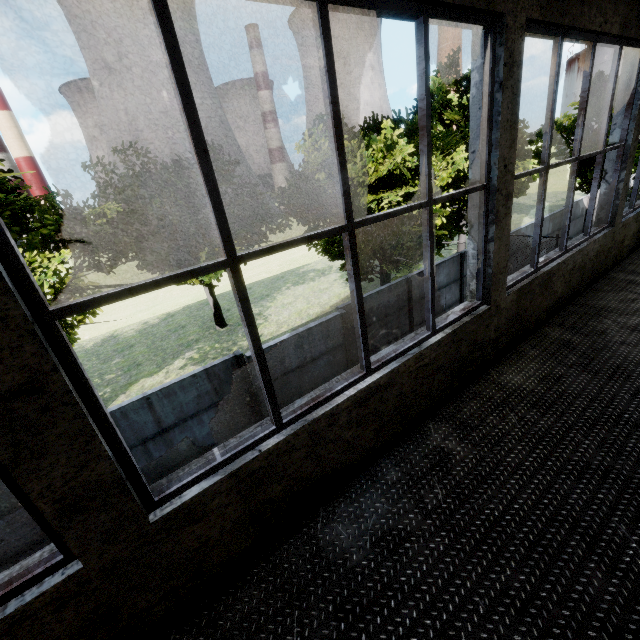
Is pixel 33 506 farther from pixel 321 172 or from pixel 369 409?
pixel 321 172

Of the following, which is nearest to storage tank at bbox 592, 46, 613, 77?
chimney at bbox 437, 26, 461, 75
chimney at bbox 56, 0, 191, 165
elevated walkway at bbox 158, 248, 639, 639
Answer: chimney at bbox 437, 26, 461, 75

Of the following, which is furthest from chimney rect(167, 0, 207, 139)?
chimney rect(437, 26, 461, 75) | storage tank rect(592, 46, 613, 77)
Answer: storage tank rect(592, 46, 613, 77)

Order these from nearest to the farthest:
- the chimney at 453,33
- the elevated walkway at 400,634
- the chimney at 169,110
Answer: the elevated walkway at 400,634 < the chimney at 169,110 < the chimney at 453,33

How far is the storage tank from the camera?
42.3m

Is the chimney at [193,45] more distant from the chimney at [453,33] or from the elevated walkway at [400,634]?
the elevated walkway at [400,634]

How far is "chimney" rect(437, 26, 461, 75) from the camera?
55.0m

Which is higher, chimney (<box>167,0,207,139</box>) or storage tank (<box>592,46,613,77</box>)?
chimney (<box>167,0,207,139</box>)
